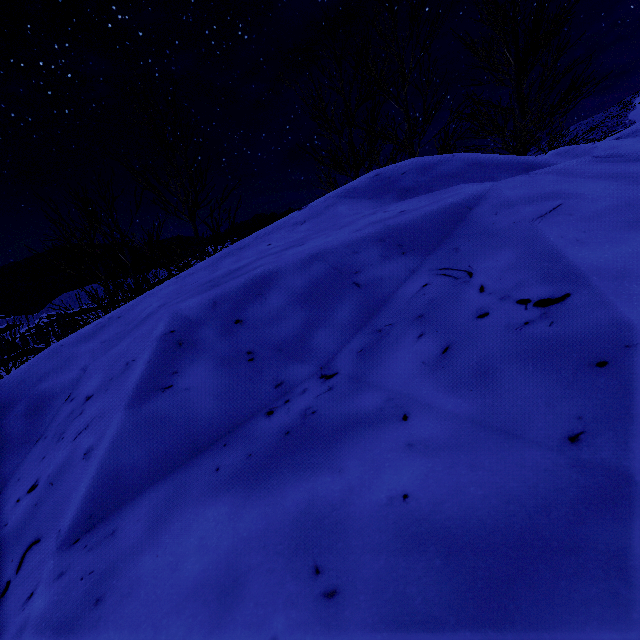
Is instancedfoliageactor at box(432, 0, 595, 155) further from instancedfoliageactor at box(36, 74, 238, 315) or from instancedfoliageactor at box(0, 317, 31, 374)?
Answer: instancedfoliageactor at box(36, 74, 238, 315)

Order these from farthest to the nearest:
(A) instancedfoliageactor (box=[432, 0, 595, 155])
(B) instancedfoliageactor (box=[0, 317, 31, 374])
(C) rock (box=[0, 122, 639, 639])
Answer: (A) instancedfoliageactor (box=[432, 0, 595, 155]), (B) instancedfoliageactor (box=[0, 317, 31, 374]), (C) rock (box=[0, 122, 639, 639])

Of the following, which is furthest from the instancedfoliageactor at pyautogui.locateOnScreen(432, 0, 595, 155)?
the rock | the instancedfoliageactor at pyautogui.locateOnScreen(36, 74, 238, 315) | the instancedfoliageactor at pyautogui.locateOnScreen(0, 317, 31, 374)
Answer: the instancedfoliageactor at pyautogui.locateOnScreen(36, 74, 238, 315)

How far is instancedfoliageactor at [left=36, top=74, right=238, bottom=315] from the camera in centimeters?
532cm

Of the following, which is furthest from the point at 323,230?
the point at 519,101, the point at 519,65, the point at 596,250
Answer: the point at 519,101

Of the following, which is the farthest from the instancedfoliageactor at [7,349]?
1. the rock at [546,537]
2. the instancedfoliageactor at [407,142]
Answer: the instancedfoliageactor at [407,142]

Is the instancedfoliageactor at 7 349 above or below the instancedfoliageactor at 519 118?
below

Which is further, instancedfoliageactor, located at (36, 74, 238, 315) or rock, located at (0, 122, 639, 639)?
instancedfoliageactor, located at (36, 74, 238, 315)
